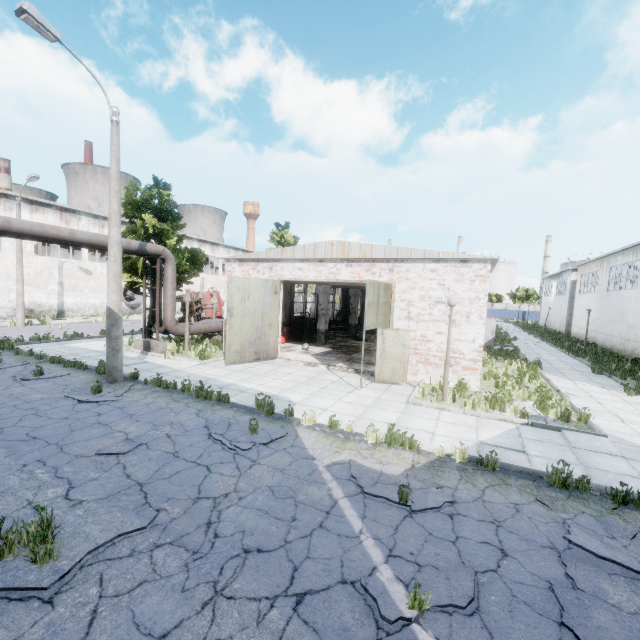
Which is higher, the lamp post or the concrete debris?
the lamp post

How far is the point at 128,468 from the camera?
5.8m

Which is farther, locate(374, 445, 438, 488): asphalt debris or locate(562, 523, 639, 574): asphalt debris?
locate(374, 445, 438, 488): asphalt debris

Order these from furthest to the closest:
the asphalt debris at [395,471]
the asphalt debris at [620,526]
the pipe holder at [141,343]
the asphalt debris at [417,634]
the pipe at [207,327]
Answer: the pipe at [207,327] → the pipe holder at [141,343] → the asphalt debris at [395,471] → the asphalt debris at [620,526] → the asphalt debris at [417,634]

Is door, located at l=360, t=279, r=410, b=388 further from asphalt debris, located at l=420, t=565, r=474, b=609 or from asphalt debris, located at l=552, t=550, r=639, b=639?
asphalt debris, located at l=420, t=565, r=474, b=609

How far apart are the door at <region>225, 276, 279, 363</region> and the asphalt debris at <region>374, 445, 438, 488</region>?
8.8 meters

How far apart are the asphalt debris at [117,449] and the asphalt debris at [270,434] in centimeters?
135cm

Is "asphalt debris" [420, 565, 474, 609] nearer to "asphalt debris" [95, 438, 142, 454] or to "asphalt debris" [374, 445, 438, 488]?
"asphalt debris" [374, 445, 438, 488]
